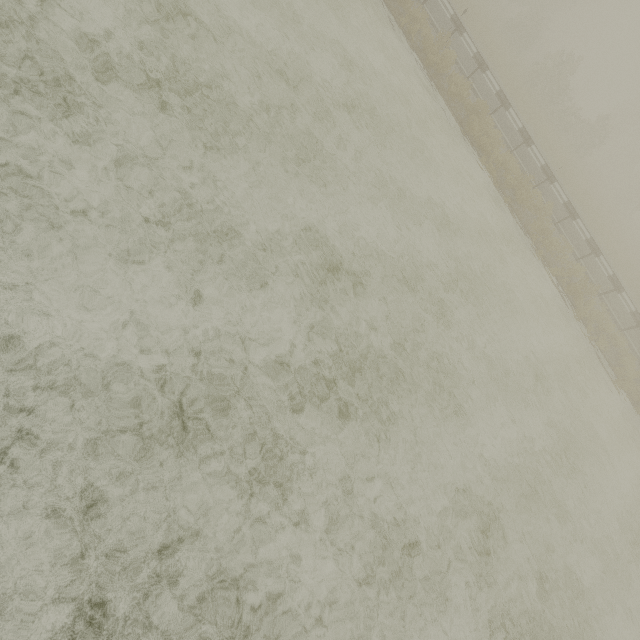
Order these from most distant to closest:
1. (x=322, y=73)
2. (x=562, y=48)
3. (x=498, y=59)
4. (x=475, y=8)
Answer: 1. (x=562, y=48)
2. (x=475, y=8)
3. (x=498, y=59)
4. (x=322, y=73)
